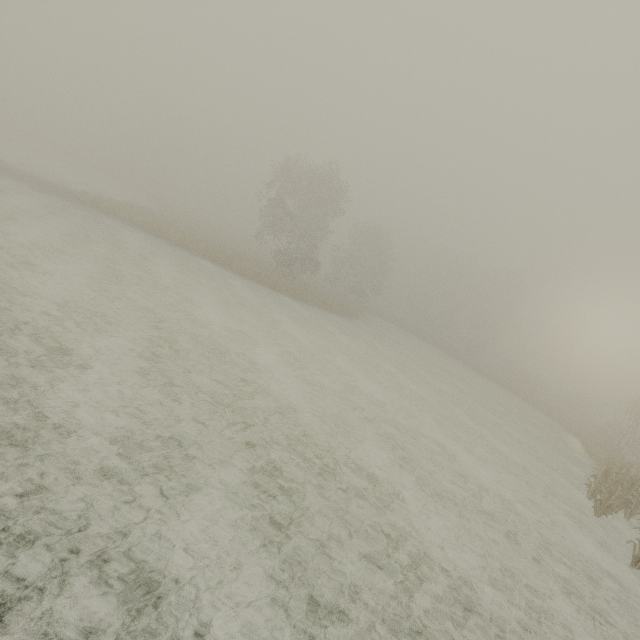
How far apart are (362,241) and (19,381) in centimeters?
4202cm
